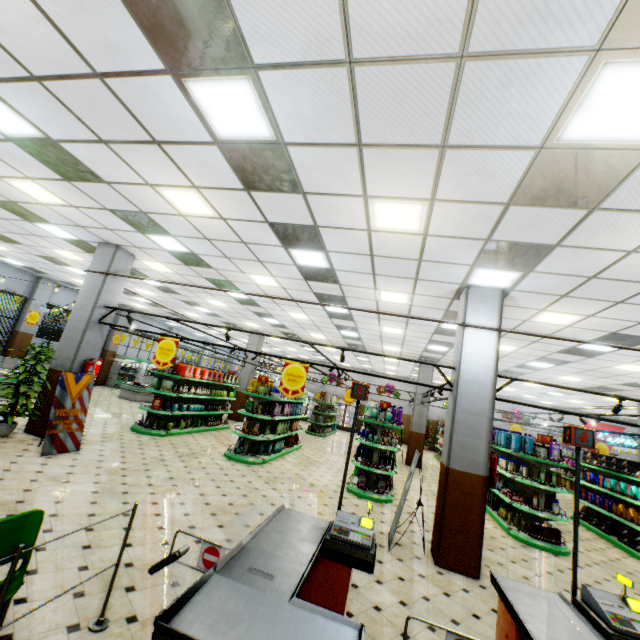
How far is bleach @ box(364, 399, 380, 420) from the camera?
8.91m

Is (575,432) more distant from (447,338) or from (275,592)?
(447,338)

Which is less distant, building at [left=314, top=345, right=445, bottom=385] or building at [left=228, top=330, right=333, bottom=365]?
building at [left=314, top=345, right=445, bottom=385]

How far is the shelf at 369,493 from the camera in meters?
8.2

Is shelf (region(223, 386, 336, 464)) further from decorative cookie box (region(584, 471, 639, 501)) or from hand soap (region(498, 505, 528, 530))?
decorative cookie box (region(584, 471, 639, 501))

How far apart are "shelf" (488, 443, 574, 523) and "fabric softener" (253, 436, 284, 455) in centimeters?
671cm

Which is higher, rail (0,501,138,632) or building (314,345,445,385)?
→ building (314,345,445,385)

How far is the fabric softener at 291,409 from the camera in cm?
998
